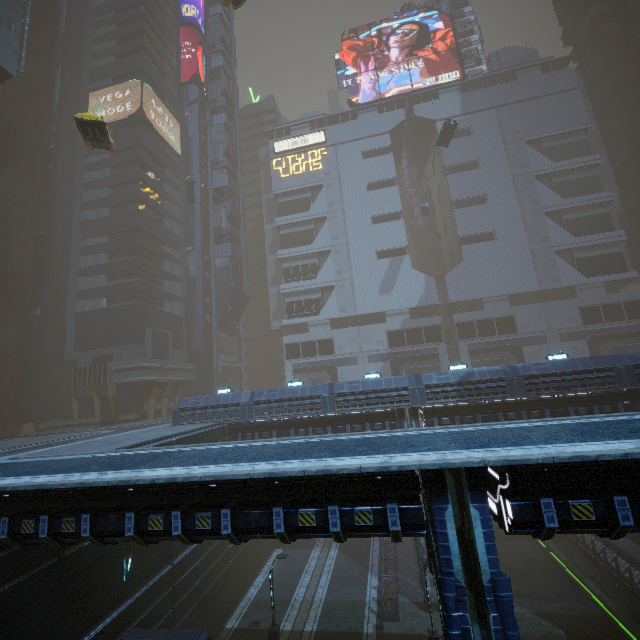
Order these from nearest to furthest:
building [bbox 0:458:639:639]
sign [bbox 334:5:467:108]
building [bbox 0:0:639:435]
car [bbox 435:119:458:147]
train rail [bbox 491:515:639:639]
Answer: building [bbox 0:458:639:639]
train rail [bbox 491:515:639:639]
building [bbox 0:0:639:435]
car [bbox 435:119:458:147]
sign [bbox 334:5:467:108]

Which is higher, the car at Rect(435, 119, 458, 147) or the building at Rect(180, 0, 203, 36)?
the building at Rect(180, 0, 203, 36)

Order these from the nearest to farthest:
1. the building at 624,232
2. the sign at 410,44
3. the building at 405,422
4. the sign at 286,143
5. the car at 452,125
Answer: the building at 405,422 < the building at 624,232 < the car at 452,125 < the sign at 410,44 < the sign at 286,143

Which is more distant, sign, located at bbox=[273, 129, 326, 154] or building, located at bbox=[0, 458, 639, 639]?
sign, located at bbox=[273, 129, 326, 154]

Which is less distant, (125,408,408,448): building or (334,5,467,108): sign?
(125,408,408,448): building

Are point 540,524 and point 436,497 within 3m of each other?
yes

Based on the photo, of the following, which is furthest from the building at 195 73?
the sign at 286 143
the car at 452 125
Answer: the car at 452 125

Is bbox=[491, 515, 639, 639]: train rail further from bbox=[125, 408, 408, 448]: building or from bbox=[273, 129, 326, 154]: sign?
bbox=[273, 129, 326, 154]: sign
